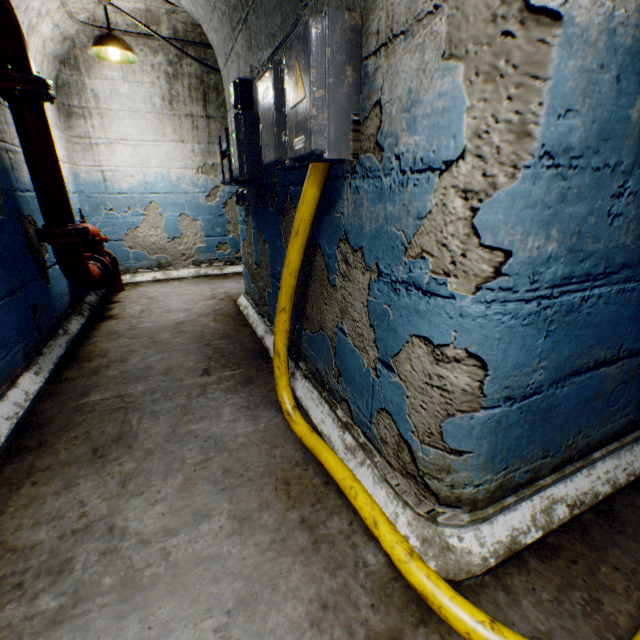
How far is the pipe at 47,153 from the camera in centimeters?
235cm

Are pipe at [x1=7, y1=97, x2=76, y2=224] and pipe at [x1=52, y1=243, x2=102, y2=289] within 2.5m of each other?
yes

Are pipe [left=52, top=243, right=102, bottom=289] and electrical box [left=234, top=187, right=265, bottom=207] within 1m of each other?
no

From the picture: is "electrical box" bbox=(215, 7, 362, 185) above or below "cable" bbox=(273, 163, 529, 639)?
above

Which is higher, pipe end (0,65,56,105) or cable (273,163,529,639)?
pipe end (0,65,56,105)

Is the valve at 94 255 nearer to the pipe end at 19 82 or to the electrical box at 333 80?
the pipe end at 19 82

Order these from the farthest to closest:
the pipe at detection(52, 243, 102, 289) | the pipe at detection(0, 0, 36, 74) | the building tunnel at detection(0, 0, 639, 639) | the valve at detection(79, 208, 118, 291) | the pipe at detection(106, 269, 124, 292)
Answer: the pipe at detection(106, 269, 124, 292)
the valve at detection(79, 208, 118, 291)
the pipe at detection(52, 243, 102, 289)
the pipe at detection(0, 0, 36, 74)
the building tunnel at detection(0, 0, 639, 639)

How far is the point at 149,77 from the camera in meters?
4.1 m
